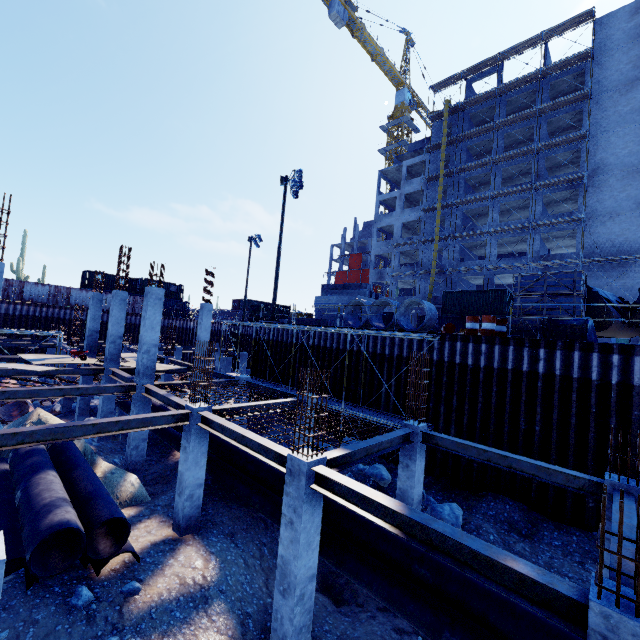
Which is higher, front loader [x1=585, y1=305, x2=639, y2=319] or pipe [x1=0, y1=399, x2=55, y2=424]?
front loader [x1=585, y1=305, x2=639, y2=319]

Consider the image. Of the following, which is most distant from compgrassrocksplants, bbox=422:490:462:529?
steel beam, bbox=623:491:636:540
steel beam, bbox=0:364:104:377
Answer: steel beam, bbox=0:364:104:377

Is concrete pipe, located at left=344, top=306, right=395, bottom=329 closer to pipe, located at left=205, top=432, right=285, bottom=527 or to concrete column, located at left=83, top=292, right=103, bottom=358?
pipe, located at left=205, top=432, right=285, bottom=527

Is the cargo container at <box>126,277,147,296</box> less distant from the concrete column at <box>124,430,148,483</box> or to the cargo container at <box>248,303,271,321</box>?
the cargo container at <box>248,303,271,321</box>

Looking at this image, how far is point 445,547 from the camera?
4.8m

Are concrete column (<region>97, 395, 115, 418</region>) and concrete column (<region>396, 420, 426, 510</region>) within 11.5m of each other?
no

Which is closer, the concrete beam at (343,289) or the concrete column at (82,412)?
the concrete column at (82,412)

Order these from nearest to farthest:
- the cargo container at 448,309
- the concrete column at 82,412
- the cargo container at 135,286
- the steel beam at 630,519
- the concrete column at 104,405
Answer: the steel beam at 630,519, the concrete column at 104,405, the concrete column at 82,412, the cargo container at 448,309, the cargo container at 135,286
